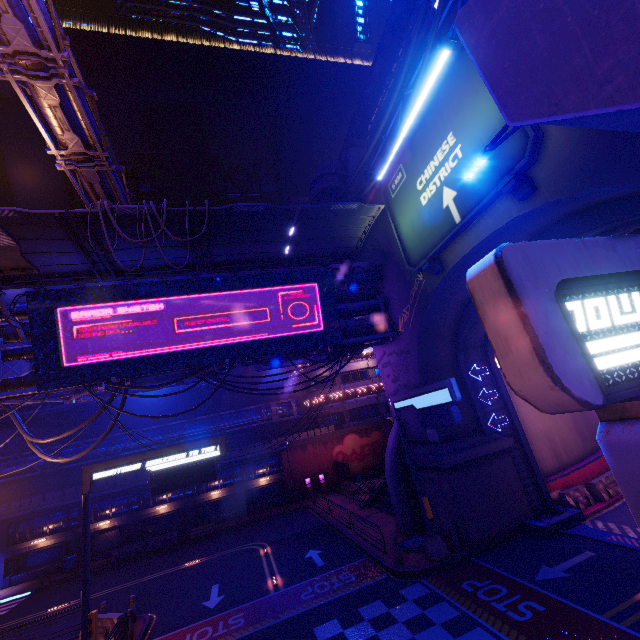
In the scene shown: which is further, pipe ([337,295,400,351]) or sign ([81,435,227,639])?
pipe ([337,295,400,351])

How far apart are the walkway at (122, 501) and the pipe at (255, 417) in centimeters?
278cm

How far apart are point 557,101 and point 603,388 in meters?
5.2

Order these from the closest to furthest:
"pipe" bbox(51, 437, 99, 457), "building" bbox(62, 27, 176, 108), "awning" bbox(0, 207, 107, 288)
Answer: "awning" bbox(0, 207, 107, 288), "pipe" bbox(51, 437, 99, 457), "building" bbox(62, 27, 176, 108)

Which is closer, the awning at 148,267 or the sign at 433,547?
the sign at 433,547

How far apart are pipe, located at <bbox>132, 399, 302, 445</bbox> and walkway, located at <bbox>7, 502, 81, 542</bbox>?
2.8 meters

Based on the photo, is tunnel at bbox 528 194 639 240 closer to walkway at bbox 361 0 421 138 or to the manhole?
the manhole
